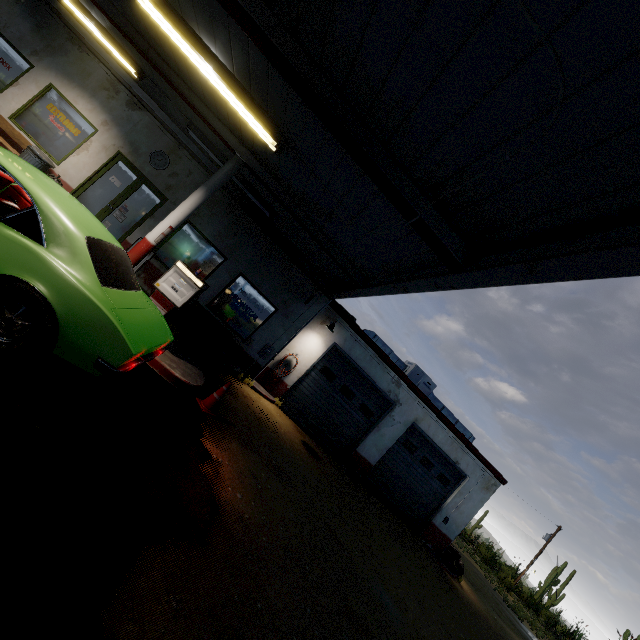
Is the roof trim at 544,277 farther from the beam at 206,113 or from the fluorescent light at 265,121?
the fluorescent light at 265,121

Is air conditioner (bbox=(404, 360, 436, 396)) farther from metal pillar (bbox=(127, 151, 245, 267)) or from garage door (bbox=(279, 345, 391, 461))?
metal pillar (bbox=(127, 151, 245, 267))

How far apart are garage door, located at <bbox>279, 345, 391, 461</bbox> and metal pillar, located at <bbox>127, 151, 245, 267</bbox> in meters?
7.0 m

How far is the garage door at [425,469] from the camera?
12.9 meters

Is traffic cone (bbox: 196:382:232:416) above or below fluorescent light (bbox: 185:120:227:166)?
below

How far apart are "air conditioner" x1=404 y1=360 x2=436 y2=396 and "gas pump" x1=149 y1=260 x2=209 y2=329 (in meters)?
9.45

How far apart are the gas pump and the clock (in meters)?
4.99

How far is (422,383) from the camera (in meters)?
13.82
